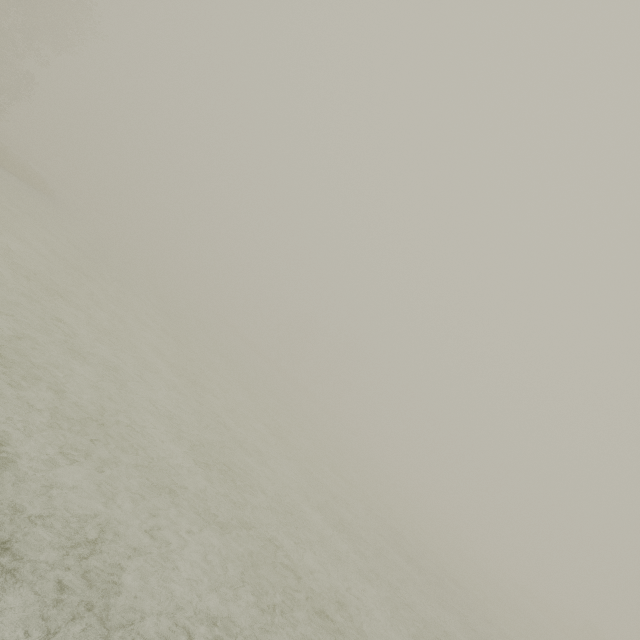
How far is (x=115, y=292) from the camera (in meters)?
16.89
